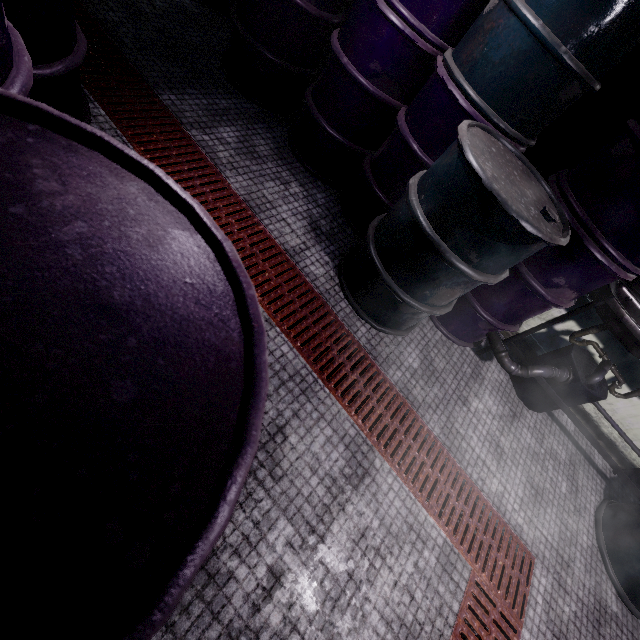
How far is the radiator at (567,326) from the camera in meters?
2.4 m

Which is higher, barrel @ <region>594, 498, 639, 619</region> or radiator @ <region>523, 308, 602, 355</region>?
radiator @ <region>523, 308, 602, 355</region>

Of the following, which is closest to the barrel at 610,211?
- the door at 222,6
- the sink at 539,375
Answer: the sink at 539,375

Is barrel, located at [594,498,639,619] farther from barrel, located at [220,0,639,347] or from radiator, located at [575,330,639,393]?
barrel, located at [220,0,639,347]

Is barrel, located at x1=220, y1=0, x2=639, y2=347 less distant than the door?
Yes

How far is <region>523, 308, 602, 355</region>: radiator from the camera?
2.4m

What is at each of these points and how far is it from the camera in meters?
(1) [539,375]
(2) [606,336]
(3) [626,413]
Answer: (1) sink, 2.2 m
(2) radiator, 2.4 m
(3) radiator, 2.5 m

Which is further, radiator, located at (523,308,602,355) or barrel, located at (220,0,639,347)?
radiator, located at (523,308,602,355)
